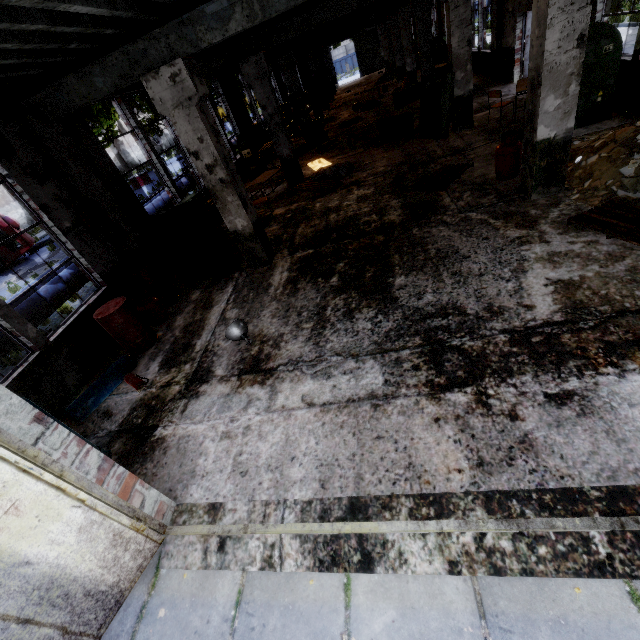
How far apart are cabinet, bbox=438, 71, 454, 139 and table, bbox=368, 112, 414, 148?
1.0 meters

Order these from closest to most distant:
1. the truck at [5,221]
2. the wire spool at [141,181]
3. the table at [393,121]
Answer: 1. the table at [393,121]
2. the truck at [5,221]
3. the wire spool at [141,181]

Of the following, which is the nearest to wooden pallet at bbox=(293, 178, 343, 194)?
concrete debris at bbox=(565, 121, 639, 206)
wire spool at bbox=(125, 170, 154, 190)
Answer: concrete debris at bbox=(565, 121, 639, 206)

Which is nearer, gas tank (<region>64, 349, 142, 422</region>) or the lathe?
gas tank (<region>64, 349, 142, 422</region>)

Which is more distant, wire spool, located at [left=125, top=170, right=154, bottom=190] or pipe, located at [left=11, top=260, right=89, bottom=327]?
wire spool, located at [left=125, top=170, right=154, bottom=190]

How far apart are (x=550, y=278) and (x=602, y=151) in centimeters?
346cm

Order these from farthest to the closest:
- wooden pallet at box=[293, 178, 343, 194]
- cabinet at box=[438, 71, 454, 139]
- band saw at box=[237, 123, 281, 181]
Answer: band saw at box=[237, 123, 281, 181]
wooden pallet at box=[293, 178, 343, 194]
cabinet at box=[438, 71, 454, 139]

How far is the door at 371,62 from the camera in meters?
36.4 m
